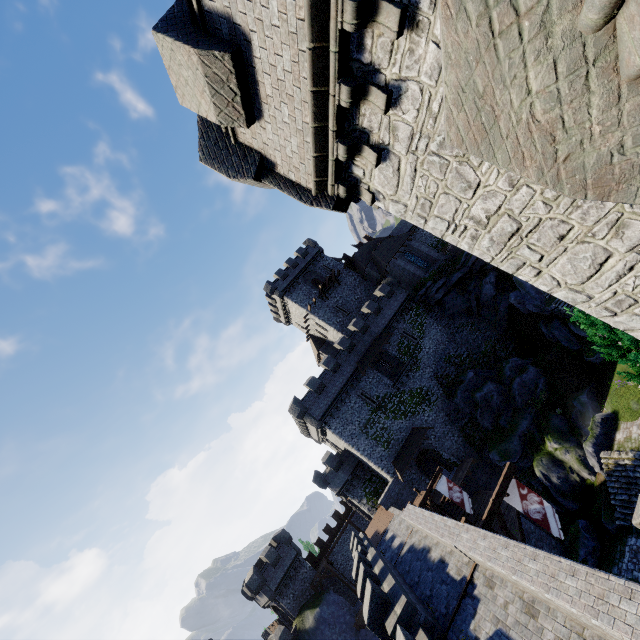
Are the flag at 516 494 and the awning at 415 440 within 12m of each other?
no

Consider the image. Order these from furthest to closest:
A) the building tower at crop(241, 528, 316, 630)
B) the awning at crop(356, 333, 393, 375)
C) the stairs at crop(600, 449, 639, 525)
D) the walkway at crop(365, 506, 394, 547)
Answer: the building tower at crop(241, 528, 316, 630) → the awning at crop(356, 333, 393, 375) → the walkway at crop(365, 506, 394, 547) → the stairs at crop(600, 449, 639, 525)

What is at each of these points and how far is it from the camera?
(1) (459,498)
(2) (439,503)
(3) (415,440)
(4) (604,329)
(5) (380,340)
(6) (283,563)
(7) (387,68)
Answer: (1) flag, 22.2 meters
(2) stairs, 28.4 meters
(3) awning, 33.2 meters
(4) tree, 13.8 meters
(5) awning, 37.7 meters
(6) building tower, 39.2 meters
(7) building tower, 4.7 meters

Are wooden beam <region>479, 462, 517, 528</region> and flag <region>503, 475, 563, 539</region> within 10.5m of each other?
yes

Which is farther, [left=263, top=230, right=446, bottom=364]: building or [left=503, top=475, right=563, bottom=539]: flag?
[left=263, top=230, right=446, bottom=364]: building

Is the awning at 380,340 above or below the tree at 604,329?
above

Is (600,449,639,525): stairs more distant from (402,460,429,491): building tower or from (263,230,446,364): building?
(263,230,446,364): building

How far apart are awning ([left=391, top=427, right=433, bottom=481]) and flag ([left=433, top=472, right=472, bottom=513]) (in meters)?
8.65
